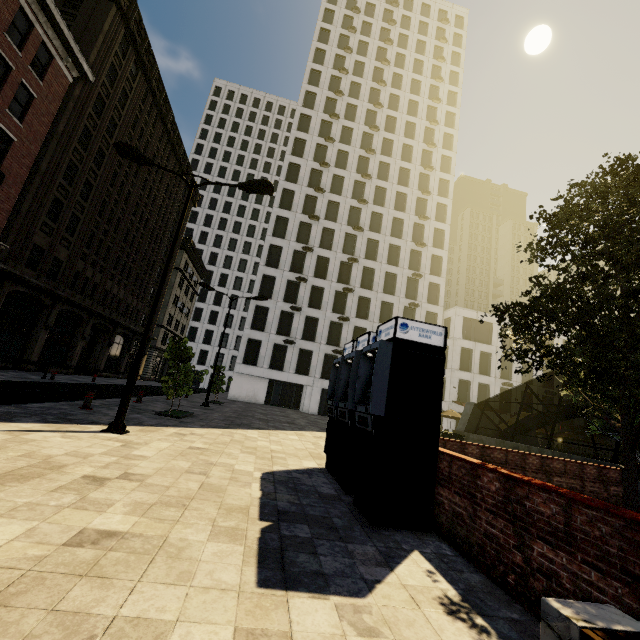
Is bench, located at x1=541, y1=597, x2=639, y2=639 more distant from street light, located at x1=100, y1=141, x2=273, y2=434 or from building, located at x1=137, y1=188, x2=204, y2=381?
building, located at x1=137, y1=188, x2=204, y2=381

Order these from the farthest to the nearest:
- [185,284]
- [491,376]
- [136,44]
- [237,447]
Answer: [185,284], [491,376], [136,44], [237,447]

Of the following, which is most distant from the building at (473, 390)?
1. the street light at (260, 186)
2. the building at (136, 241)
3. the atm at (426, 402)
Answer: the street light at (260, 186)

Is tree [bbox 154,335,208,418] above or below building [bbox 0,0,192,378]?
below

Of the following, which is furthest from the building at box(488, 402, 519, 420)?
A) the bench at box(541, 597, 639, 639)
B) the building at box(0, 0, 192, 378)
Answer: the bench at box(541, 597, 639, 639)

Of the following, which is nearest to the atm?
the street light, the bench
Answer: the bench

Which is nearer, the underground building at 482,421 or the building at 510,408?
the underground building at 482,421

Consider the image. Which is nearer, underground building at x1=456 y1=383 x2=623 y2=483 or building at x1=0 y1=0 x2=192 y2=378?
underground building at x1=456 y1=383 x2=623 y2=483
